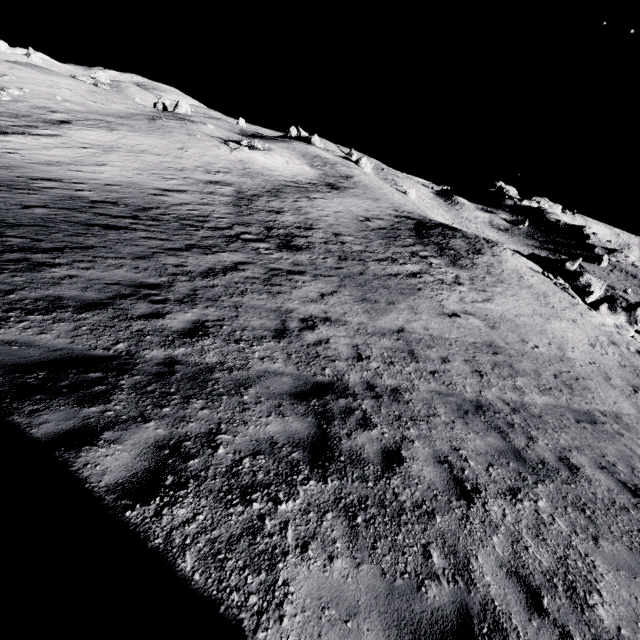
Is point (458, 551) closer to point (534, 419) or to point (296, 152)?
point (534, 419)
